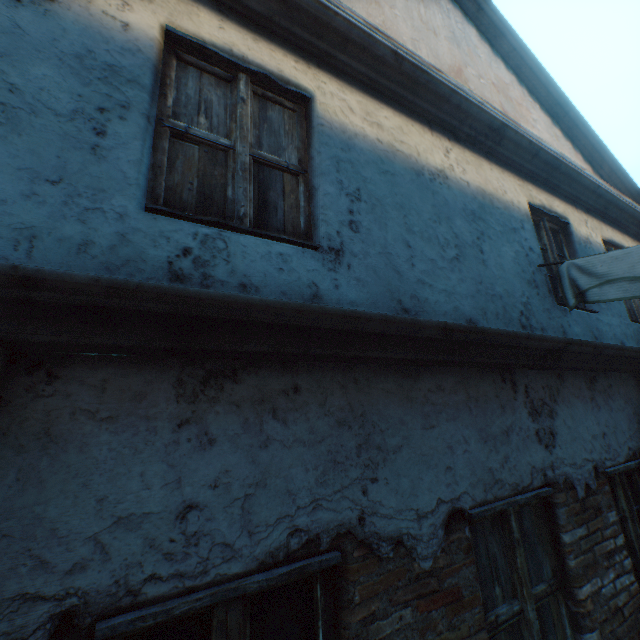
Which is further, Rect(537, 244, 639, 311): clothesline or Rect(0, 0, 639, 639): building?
Rect(537, 244, 639, 311): clothesline

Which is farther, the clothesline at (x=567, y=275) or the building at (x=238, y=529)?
the clothesline at (x=567, y=275)

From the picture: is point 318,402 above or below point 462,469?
above
